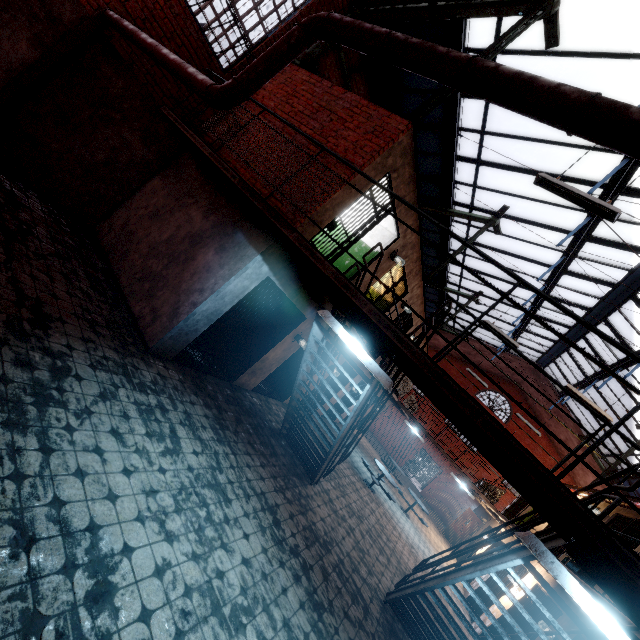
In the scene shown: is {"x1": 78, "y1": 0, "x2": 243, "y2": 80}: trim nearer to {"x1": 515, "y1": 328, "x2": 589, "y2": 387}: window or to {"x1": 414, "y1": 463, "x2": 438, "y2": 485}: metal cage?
{"x1": 515, "y1": 328, "x2": 589, "y2": 387}: window

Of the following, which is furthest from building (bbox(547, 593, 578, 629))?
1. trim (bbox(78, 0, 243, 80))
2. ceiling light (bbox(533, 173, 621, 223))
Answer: → trim (bbox(78, 0, 243, 80))

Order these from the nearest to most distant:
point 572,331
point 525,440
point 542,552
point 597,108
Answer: point 597,108 < point 542,552 < point 572,331 < point 525,440

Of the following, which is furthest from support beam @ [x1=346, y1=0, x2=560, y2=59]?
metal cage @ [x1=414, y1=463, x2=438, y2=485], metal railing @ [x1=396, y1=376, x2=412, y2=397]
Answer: metal cage @ [x1=414, y1=463, x2=438, y2=485]

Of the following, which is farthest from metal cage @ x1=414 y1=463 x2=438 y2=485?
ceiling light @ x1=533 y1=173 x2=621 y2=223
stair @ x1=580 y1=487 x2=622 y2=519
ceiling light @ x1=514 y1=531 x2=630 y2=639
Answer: ceiling light @ x1=514 y1=531 x2=630 y2=639

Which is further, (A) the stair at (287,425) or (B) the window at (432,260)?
(B) the window at (432,260)

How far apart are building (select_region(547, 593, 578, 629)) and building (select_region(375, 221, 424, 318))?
8.0m

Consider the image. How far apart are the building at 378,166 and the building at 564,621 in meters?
8.0 m
